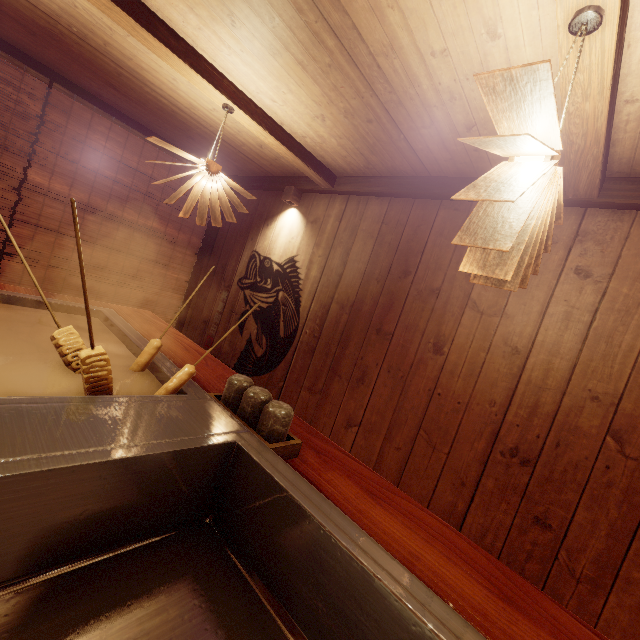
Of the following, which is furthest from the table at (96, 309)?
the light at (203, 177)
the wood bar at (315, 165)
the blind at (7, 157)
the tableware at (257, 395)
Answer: the wood bar at (315, 165)

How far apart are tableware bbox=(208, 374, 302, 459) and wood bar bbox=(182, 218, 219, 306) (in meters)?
5.84

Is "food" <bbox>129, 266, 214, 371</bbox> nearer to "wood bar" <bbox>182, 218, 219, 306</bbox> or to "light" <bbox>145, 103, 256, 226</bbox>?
"light" <bbox>145, 103, 256, 226</bbox>

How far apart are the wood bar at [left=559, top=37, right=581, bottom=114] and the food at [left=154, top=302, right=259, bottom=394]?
2.7m

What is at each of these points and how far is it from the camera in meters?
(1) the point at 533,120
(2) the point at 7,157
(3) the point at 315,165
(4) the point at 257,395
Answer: (1) light, 1.5 m
(2) blind, 5.2 m
(3) wood bar, 5.1 m
(4) tableware, 2.3 m

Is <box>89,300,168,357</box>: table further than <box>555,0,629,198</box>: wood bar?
Yes

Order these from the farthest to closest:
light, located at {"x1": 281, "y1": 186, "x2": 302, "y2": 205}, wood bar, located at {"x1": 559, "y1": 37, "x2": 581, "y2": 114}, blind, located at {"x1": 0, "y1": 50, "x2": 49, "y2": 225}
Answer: light, located at {"x1": 281, "y1": 186, "x2": 302, "y2": 205}
blind, located at {"x1": 0, "y1": 50, "x2": 49, "y2": 225}
wood bar, located at {"x1": 559, "y1": 37, "x2": 581, "y2": 114}

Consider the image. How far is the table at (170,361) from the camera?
2.63m
